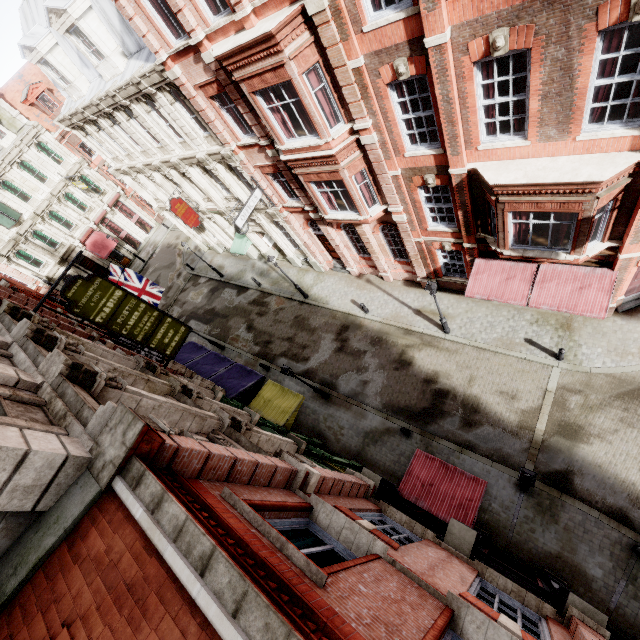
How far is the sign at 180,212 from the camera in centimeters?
2178cm

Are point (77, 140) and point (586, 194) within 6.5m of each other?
no

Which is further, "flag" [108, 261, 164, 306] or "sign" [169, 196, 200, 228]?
"sign" [169, 196, 200, 228]

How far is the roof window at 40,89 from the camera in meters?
30.8 m

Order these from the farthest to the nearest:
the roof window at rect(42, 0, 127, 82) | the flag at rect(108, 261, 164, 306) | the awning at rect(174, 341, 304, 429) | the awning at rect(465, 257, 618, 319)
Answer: the flag at rect(108, 261, 164, 306), the awning at rect(174, 341, 304, 429), the roof window at rect(42, 0, 127, 82), the awning at rect(465, 257, 618, 319)

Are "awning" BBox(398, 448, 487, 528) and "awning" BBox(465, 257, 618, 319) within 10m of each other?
yes

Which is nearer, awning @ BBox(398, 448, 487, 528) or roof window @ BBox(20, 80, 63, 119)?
awning @ BBox(398, 448, 487, 528)

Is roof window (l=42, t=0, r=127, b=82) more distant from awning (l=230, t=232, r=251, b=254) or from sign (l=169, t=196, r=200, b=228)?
awning (l=230, t=232, r=251, b=254)
